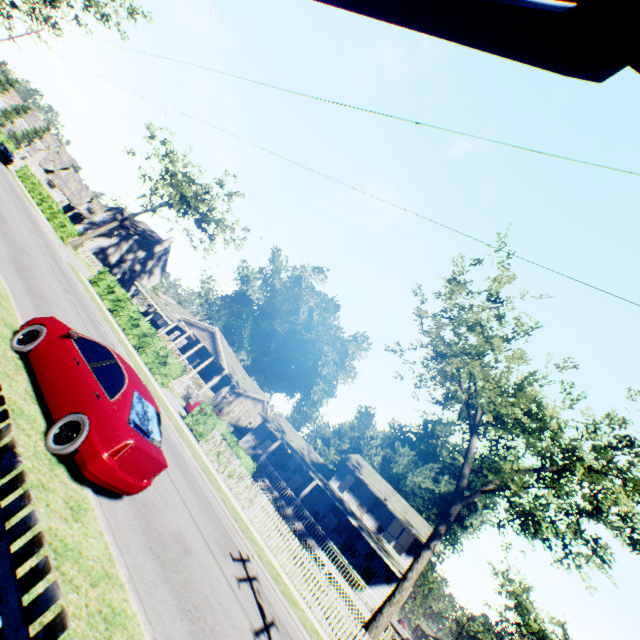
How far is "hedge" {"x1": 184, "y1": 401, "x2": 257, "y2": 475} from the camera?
17.83m

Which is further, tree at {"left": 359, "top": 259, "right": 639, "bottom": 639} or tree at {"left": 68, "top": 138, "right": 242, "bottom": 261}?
tree at {"left": 68, "top": 138, "right": 242, "bottom": 261}

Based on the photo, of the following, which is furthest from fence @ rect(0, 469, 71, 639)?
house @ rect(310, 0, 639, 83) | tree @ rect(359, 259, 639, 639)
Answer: tree @ rect(359, 259, 639, 639)

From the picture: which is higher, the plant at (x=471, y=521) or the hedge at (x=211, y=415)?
the plant at (x=471, y=521)

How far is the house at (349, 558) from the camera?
25.7 meters

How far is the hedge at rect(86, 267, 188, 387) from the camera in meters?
22.0

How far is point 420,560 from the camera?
15.4m

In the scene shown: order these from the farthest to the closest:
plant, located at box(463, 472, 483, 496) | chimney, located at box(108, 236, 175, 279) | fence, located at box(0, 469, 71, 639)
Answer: chimney, located at box(108, 236, 175, 279)
plant, located at box(463, 472, 483, 496)
fence, located at box(0, 469, 71, 639)
